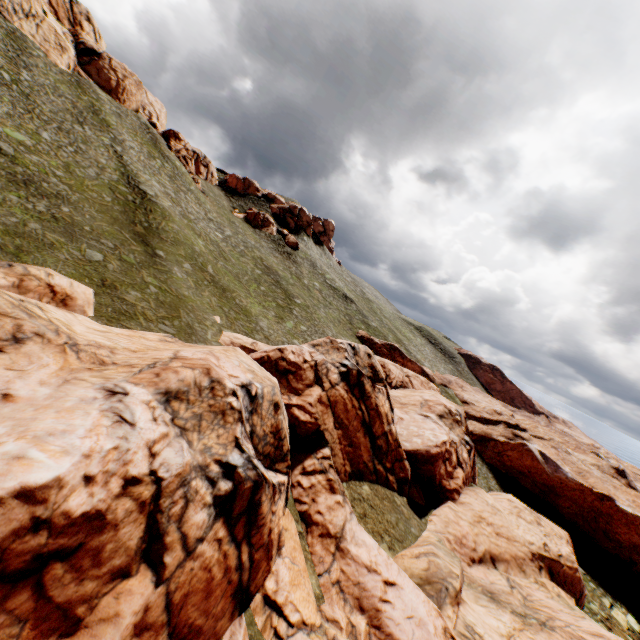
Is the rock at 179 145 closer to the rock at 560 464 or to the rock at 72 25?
the rock at 72 25

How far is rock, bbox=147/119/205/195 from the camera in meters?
54.7 m

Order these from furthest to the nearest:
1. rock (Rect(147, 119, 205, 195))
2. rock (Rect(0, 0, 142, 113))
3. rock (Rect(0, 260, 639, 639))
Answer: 1. rock (Rect(147, 119, 205, 195))
2. rock (Rect(0, 0, 142, 113))
3. rock (Rect(0, 260, 639, 639))

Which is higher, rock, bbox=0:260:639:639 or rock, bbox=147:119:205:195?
rock, bbox=147:119:205:195

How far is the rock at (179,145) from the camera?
54.72m

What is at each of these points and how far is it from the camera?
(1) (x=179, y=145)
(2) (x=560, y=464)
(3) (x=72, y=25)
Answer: (1) rock, 59.7 meters
(2) rock, 43.6 meters
(3) rock, 59.1 meters

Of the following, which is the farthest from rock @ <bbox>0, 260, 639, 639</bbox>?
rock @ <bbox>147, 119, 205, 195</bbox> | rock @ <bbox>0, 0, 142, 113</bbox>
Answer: rock @ <bbox>147, 119, 205, 195</bbox>
